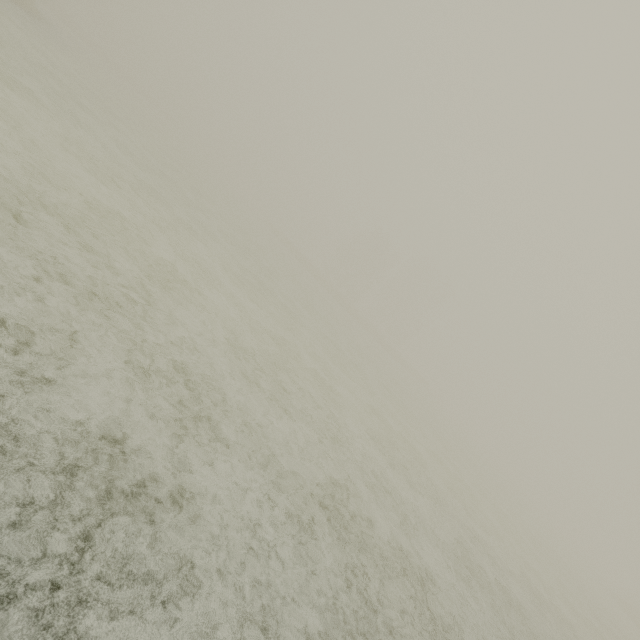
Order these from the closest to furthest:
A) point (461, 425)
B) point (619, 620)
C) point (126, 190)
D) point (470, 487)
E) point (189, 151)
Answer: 1. point (126, 190)
2. point (470, 487)
3. point (619, 620)
4. point (189, 151)
5. point (461, 425)
